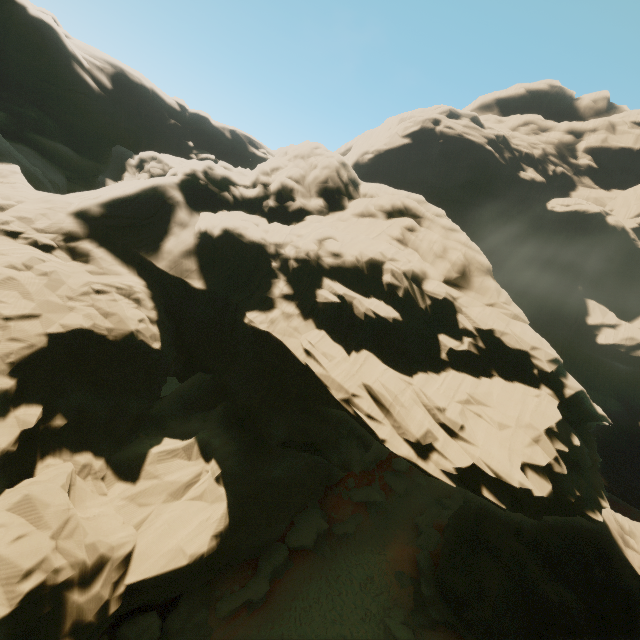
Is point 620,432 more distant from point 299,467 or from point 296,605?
point 296,605

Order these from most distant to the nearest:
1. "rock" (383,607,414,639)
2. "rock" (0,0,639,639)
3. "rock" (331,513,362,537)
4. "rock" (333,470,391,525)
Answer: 1. "rock" (333,470,391,525)
2. "rock" (331,513,362,537)
3. "rock" (383,607,414,639)
4. "rock" (0,0,639,639)

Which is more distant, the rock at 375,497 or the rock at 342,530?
the rock at 375,497

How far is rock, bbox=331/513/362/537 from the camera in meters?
25.7

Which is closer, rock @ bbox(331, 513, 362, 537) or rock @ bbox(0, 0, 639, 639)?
rock @ bbox(0, 0, 639, 639)

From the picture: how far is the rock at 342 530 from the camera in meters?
25.7
